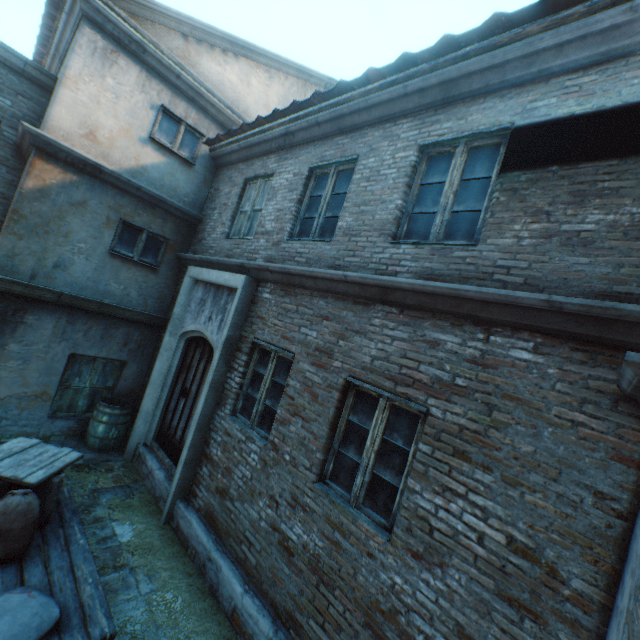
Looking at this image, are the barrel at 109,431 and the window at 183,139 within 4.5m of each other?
no

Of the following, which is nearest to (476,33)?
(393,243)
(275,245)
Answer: (393,243)

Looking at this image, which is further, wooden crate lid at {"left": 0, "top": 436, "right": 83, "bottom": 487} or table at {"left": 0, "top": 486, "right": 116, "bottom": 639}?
wooden crate lid at {"left": 0, "top": 436, "right": 83, "bottom": 487}

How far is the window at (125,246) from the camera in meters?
6.6

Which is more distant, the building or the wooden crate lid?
the wooden crate lid

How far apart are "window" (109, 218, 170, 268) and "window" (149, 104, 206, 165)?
1.7m

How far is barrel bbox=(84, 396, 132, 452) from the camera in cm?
646

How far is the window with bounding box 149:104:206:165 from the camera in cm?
668
